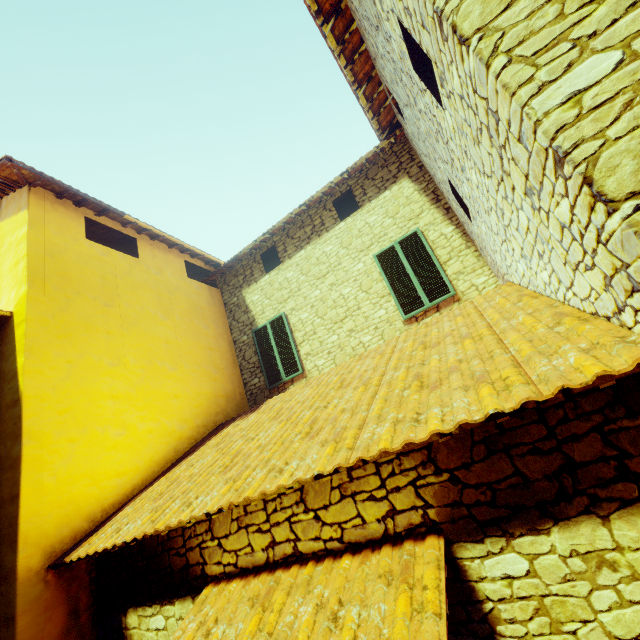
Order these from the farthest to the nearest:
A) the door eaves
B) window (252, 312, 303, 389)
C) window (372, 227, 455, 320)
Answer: window (252, 312, 303, 389) → window (372, 227, 455, 320) → the door eaves

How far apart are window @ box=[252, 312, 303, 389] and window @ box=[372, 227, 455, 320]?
2.65m

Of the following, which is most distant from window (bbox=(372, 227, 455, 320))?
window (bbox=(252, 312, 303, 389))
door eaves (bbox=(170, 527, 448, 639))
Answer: door eaves (bbox=(170, 527, 448, 639))

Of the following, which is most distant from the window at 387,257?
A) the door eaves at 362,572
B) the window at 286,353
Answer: the door eaves at 362,572

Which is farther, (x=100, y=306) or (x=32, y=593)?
(x=100, y=306)

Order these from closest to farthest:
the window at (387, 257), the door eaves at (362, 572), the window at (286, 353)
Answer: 1. the door eaves at (362, 572)
2. the window at (387, 257)
3. the window at (286, 353)

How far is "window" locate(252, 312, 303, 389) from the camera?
7.78m

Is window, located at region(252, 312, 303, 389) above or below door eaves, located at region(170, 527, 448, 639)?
above
